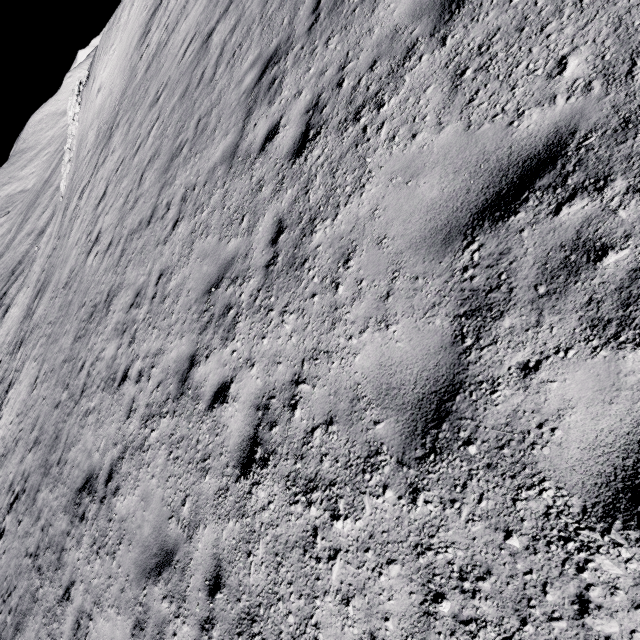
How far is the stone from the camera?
28.7 meters

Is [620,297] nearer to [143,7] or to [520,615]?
[520,615]

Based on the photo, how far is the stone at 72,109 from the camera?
28.7m
